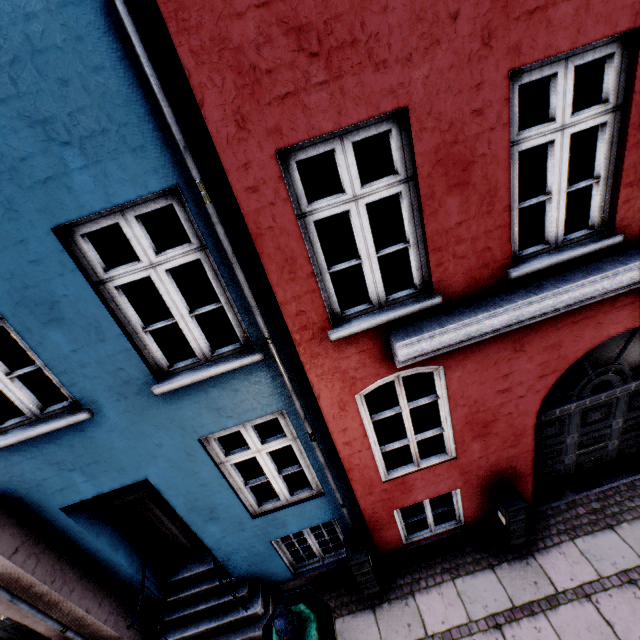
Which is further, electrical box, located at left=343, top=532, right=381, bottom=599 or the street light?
electrical box, located at left=343, top=532, right=381, bottom=599

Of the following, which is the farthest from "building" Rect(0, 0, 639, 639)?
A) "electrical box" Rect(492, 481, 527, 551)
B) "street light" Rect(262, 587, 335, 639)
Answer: "street light" Rect(262, 587, 335, 639)

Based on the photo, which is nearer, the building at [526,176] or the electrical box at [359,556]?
the building at [526,176]

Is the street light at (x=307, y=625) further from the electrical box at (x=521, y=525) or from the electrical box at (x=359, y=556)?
the electrical box at (x=521, y=525)

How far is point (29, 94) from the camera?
2.3m

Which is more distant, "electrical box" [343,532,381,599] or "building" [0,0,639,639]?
"electrical box" [343,532,381,599]

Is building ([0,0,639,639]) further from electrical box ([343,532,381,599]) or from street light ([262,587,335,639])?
street light ([262,587,335,639])

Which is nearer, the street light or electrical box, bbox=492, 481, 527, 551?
the street light
